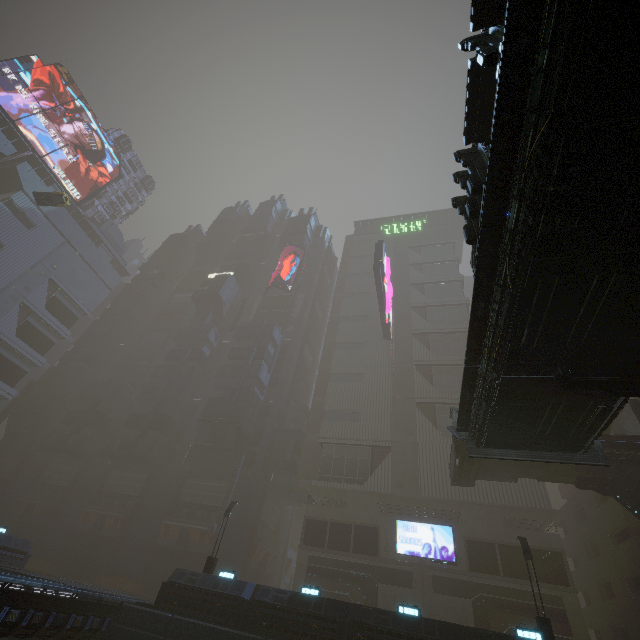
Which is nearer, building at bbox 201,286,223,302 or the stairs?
the stairs

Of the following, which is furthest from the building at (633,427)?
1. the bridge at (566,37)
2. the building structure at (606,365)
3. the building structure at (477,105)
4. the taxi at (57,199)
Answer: the building structure at (477,105)

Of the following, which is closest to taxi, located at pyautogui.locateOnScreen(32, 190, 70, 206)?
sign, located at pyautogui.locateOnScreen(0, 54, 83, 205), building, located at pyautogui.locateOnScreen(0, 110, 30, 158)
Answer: building, located at pyautogui.locateOnScreen(0, 110, 30, 158)

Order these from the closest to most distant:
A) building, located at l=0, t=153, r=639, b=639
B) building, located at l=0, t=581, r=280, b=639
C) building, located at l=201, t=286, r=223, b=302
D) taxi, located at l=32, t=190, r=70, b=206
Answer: building, located at l=0, t=581, r=280, b=639 → building, located at l=0, t=153, r=639, b=639 → taxi, located at l=32, t=190, r=70, b=206 → building, located at l=201, t=286, r=223, b=302

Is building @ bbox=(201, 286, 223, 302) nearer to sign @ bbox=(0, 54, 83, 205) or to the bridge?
sign @ bbox=(0, 54, 83, 205)

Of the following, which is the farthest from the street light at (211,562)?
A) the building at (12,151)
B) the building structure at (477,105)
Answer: the building structure at (477,105)

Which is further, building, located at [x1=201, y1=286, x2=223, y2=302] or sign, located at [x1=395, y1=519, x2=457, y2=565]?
building, located at [x1=201, y1=286, x2=223, y2=302]

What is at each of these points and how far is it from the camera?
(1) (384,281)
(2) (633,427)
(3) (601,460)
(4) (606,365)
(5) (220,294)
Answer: (1) sign, 42.2 meters
(2) building, 30.7 meters
(3) stairs, 13.9 meters
(4) building structure, 9.8 meters
(5) building, 59.0 meters
